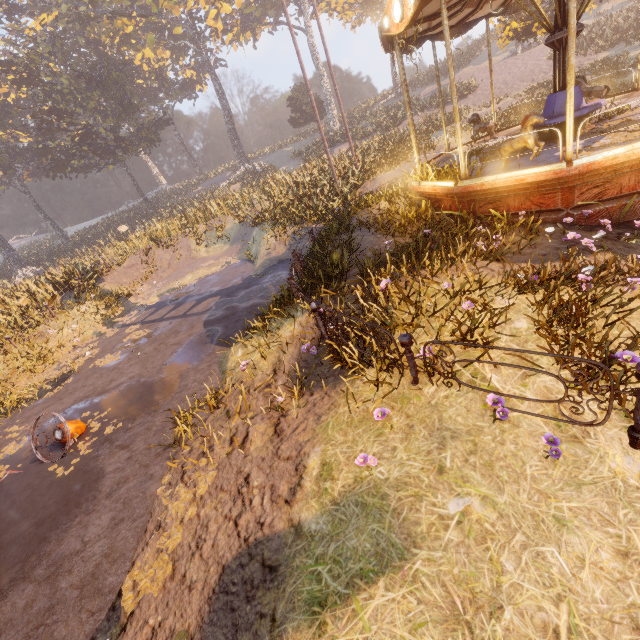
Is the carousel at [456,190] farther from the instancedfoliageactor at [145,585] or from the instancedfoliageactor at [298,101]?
the instancedfoliageactor at [145,585]

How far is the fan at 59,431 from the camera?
6.5 meters

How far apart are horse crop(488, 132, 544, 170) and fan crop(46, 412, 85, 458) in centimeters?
1065cm

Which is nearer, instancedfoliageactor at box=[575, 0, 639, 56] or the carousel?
the carousel

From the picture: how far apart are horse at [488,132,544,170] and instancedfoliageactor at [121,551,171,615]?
8.1 meters

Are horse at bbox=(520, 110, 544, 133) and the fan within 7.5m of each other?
no

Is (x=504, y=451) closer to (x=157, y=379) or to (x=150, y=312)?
(x=157, y=379)

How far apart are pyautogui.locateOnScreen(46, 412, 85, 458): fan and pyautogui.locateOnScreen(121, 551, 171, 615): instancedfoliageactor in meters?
3.0
